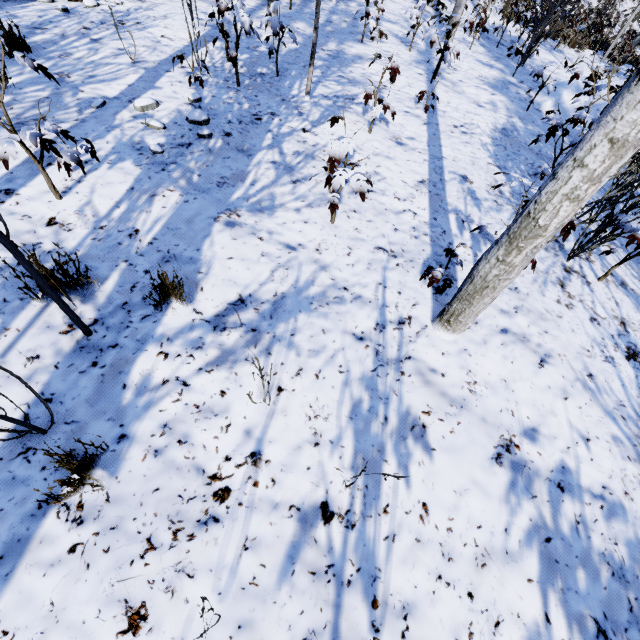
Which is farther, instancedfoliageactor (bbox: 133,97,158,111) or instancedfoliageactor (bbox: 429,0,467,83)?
instancedfoliageactor (bbox: 429,0,467,83)

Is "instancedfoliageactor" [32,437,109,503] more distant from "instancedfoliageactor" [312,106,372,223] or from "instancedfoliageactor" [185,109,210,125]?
"instancedfoliageactor" [185,109,210,125]

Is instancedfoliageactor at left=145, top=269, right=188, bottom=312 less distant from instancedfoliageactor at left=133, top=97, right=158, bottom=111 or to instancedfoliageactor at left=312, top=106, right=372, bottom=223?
instancedfoliageactor at left=312, top=106, right=372, bottom=223

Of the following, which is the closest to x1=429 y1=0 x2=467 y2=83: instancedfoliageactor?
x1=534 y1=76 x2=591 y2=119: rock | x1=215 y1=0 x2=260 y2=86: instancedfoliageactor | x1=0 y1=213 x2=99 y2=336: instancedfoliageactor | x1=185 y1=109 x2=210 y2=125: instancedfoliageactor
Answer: x1=534 y1=76 x2=591 y2=119: rock

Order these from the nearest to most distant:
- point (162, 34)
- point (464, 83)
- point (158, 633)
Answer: point (158, 633)
point (162, 34)
point (464, 83)

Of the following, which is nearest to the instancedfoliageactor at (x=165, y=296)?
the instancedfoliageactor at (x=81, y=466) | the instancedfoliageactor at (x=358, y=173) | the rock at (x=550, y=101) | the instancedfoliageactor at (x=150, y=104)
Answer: the instancedfoliageactor at (x=358, y=173)

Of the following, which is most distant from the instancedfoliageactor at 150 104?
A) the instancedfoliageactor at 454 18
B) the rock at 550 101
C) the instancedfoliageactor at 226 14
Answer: the rock at 550 101

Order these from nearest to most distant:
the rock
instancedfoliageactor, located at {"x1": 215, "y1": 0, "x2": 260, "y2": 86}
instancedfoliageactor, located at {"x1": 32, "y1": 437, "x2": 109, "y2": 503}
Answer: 1. instancedfoliageactor, located at {"x1": 32, "y1": 437, "x2": 109, "y2": 503}
2. instancedfoliageactor, located at {"x1": 215, "y1": 0, "x2": 260, "y2": 86}
3. the rock
